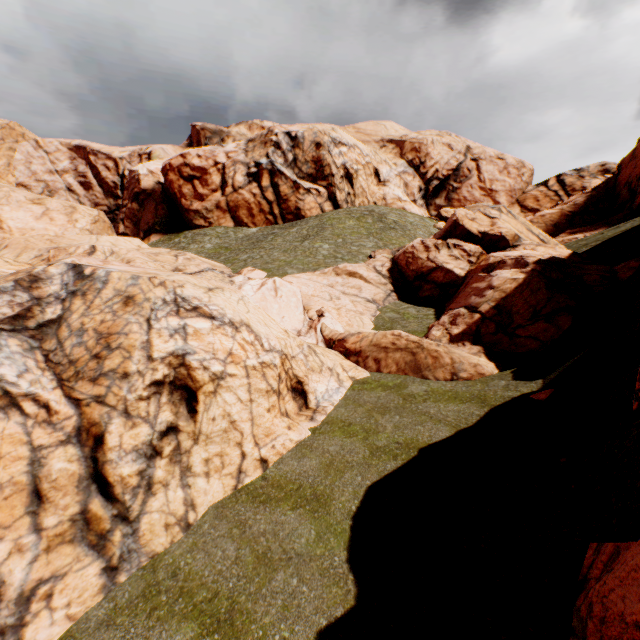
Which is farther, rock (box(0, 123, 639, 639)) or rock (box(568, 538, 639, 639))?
rock (box(0, 123, 639, 639))

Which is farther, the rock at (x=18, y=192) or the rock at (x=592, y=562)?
the rock at (x=18, y=192)

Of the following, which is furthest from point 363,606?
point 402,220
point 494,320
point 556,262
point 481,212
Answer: point 402,220
